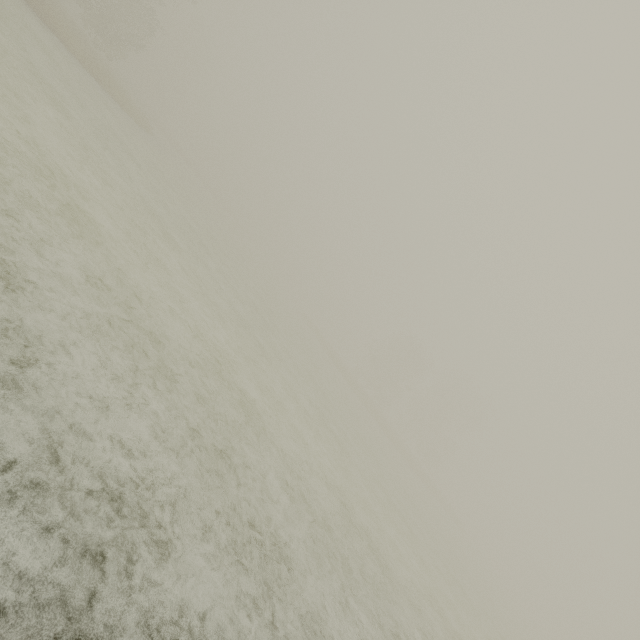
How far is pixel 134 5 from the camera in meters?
27.8
